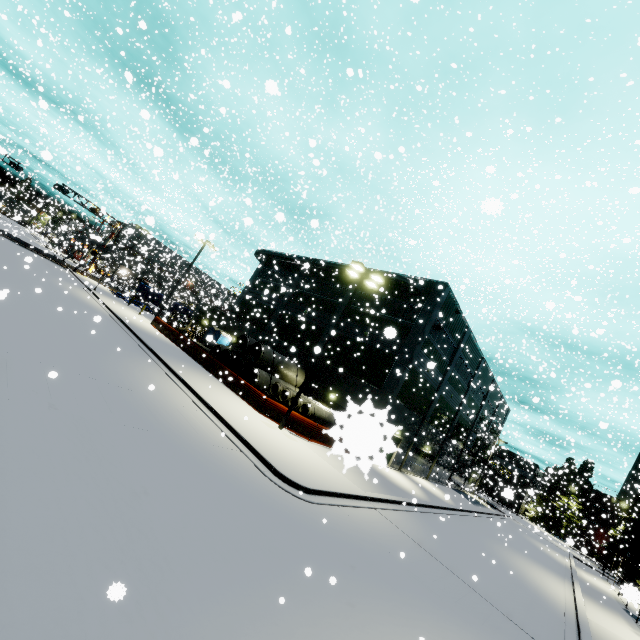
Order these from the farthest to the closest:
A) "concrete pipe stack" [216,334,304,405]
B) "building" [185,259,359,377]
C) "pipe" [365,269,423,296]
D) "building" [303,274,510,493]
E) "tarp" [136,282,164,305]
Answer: "tarp" [136,282,164,305] → "building" [185,259,359,377] → "pipe" [365,269,423,296] → "building" [303,274,510,493] → "concrete pipe stack" [216,334,304,405]

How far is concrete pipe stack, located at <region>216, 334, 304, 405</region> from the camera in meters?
22.5 m

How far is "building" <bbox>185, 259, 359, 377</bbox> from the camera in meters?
30.3

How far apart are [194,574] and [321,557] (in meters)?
3.49

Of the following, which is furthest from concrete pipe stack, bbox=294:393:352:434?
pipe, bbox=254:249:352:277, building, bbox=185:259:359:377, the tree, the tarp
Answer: the tree

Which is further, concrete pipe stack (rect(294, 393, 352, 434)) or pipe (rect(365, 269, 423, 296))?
pipe (rect(365, 269, 423, 296))

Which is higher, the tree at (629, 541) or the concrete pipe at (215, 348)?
the tree at (629, 541)

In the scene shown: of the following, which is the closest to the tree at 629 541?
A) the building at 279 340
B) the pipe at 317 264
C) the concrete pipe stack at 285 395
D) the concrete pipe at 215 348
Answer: the building at 279 340
